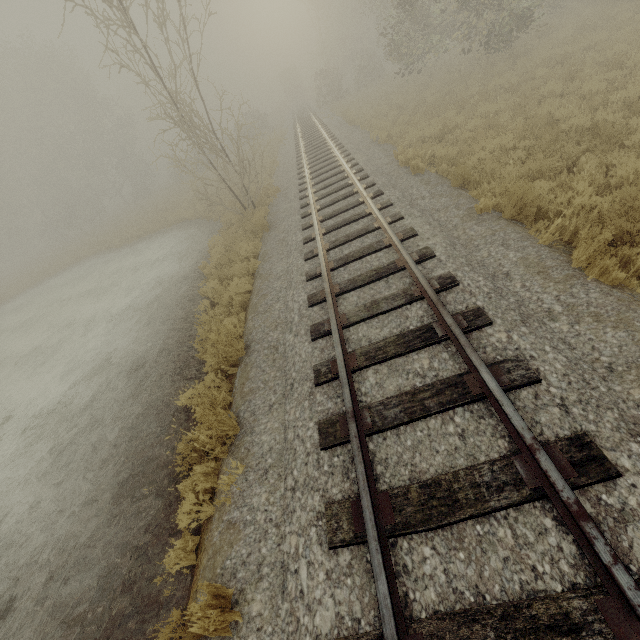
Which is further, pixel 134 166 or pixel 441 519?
pixel 134 166

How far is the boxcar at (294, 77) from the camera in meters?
51.9

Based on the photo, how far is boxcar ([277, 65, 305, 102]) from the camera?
51.88m
